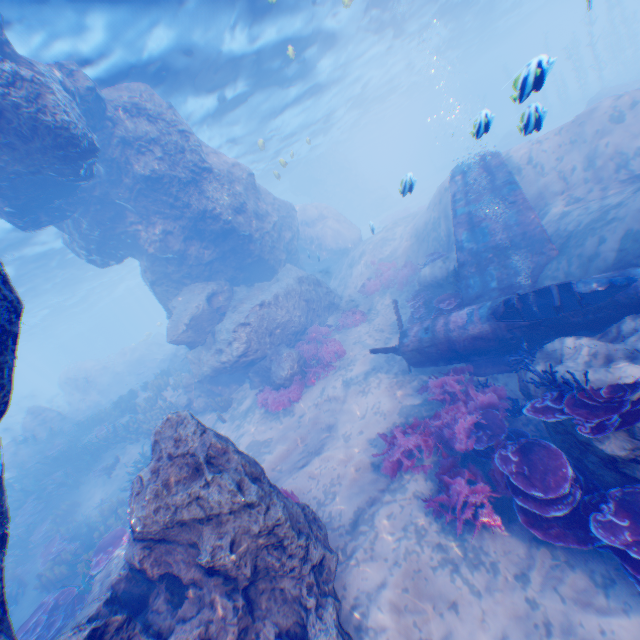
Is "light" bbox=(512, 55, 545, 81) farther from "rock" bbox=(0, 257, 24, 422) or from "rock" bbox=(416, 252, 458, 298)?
"rock" bbox=(416, 252, 458, 298)

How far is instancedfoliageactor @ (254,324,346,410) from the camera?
12.3m

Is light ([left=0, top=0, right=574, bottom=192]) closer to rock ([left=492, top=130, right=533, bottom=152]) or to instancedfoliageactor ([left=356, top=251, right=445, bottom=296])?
rock ([left=492, top=130, right=533, bottom=152])

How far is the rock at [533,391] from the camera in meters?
6.2

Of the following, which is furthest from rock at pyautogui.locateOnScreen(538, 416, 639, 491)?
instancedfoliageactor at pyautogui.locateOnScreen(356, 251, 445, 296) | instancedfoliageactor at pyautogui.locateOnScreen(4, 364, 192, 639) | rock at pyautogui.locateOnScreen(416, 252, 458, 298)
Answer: rock at pyautogui.locateOnScreen(416, 252, 458, 298)

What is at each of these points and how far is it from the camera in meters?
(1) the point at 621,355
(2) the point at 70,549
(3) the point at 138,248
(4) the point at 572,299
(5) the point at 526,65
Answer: (1) rock, 5.5
(2) instancedfoliageactor, 10.2
(3) rock, 15.1
(4) plane, 7.4
(5) light, 4.8

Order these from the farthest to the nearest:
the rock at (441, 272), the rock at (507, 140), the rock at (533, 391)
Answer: the rock at (507, 140) → the rock at (441, 272) → the rock at (533, 391)
